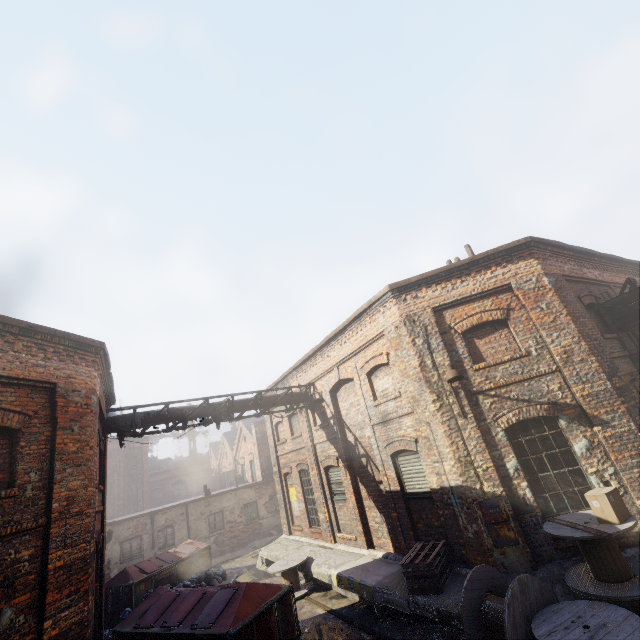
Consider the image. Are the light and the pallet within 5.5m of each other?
yes

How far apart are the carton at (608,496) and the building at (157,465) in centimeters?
5400cm

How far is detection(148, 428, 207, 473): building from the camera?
48.06m

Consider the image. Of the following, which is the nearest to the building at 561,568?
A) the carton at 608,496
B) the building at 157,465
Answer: the carton at 608,496

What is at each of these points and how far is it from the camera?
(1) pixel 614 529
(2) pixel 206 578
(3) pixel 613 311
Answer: (1) spool, 5.7 meters
(2) trash bag, 14.6 meters
(3) pipe, 9.7 meters

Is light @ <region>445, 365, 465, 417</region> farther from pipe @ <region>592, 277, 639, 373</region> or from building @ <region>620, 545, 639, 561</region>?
pipe @ <region>592, 277, 639, 373</region>

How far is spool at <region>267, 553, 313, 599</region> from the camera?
11.4m

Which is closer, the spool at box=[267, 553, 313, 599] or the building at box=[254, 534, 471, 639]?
the building at box=[254, 534, 471, 639]
